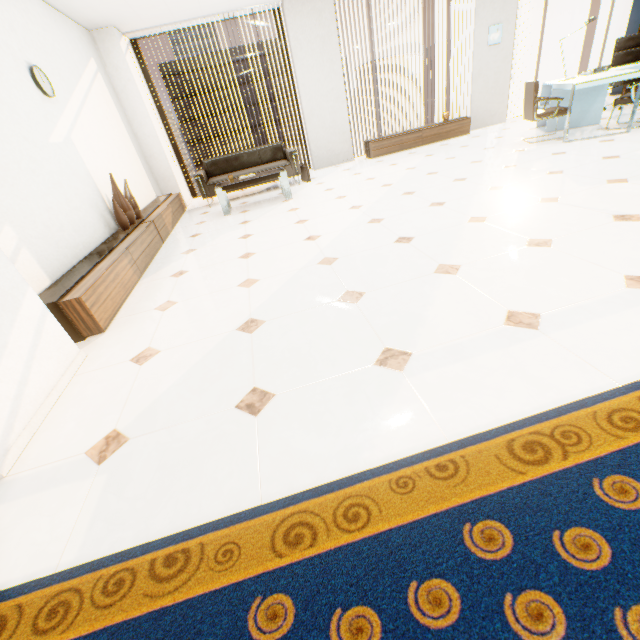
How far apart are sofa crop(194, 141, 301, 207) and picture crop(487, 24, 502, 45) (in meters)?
4.98

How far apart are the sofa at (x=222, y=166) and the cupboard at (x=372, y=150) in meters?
1.8

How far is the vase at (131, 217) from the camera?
4.0 meters

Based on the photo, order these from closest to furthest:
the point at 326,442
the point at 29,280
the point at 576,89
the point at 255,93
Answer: the point at 326,442, the point at 29,280, the point at 576,89, the point at 255,93

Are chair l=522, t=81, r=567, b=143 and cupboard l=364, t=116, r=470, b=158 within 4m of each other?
yes

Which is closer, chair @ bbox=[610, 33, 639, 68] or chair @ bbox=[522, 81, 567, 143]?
→ chair @ bbox=[522, 81, 567, 143]

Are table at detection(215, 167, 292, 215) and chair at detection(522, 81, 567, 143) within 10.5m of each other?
yes

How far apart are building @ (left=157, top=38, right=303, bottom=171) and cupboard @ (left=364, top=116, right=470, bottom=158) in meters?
56.8 m
